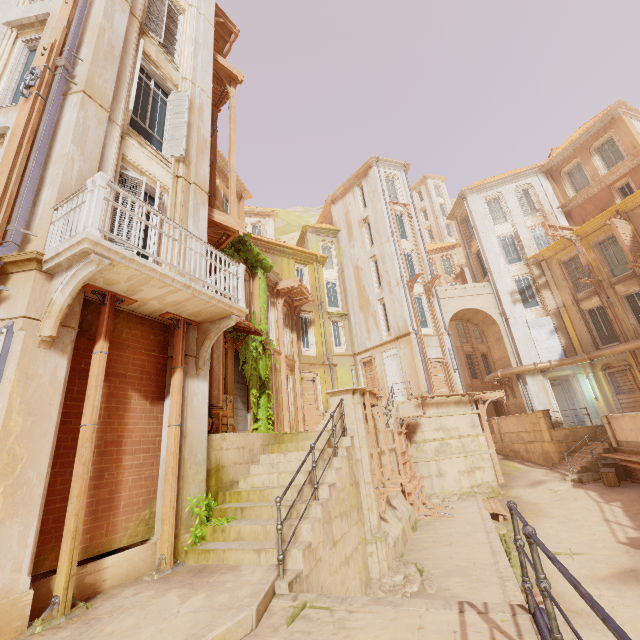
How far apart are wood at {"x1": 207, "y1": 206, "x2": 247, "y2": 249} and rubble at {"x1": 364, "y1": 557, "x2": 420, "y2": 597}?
9.7m

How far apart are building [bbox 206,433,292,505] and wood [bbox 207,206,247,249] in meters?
5.9 m

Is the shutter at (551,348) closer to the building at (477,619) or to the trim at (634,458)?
the building at (477,619)

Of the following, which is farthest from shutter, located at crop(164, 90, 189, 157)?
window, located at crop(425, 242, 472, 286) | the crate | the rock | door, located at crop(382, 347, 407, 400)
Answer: the rock

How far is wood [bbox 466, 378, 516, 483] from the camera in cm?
1797

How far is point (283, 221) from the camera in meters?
58.7

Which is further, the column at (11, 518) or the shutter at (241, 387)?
the shutter at (241, 387)

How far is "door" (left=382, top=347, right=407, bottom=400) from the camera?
22.09m
